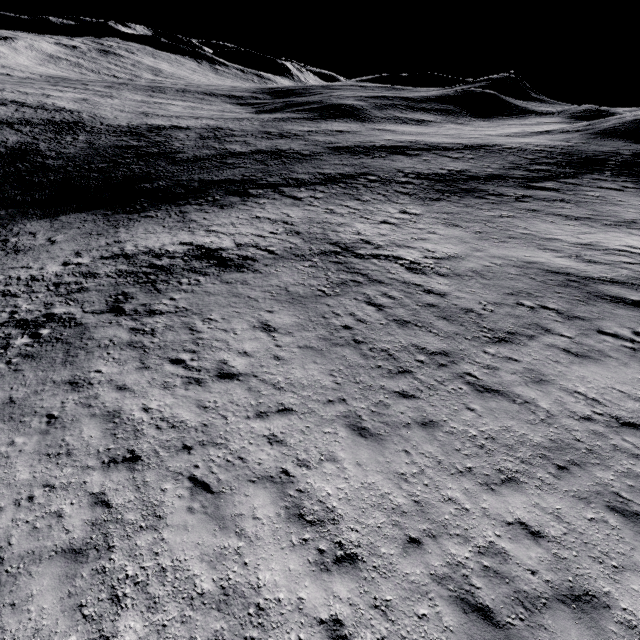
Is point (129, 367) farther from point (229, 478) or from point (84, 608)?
point (84, 608)
